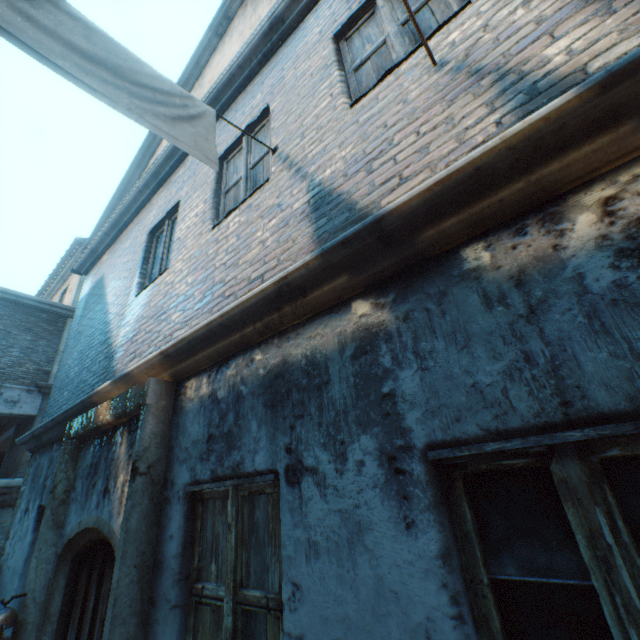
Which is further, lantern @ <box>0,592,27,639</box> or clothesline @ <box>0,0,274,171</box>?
lantern @ <box>0,592,27,639</box>

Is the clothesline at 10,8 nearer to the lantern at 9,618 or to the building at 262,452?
the building at 262,452

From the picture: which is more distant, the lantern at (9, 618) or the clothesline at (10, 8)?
the lantern at (9, 618)

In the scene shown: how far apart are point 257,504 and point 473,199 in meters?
2.2 m

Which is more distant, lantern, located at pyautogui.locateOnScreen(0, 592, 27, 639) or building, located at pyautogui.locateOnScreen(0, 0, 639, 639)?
lantern, located at pyautogui.locateOnScreen(0, 592, 27, 639)

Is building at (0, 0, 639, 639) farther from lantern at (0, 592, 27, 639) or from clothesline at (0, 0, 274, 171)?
lantern at (0, 592, 27, 639)
